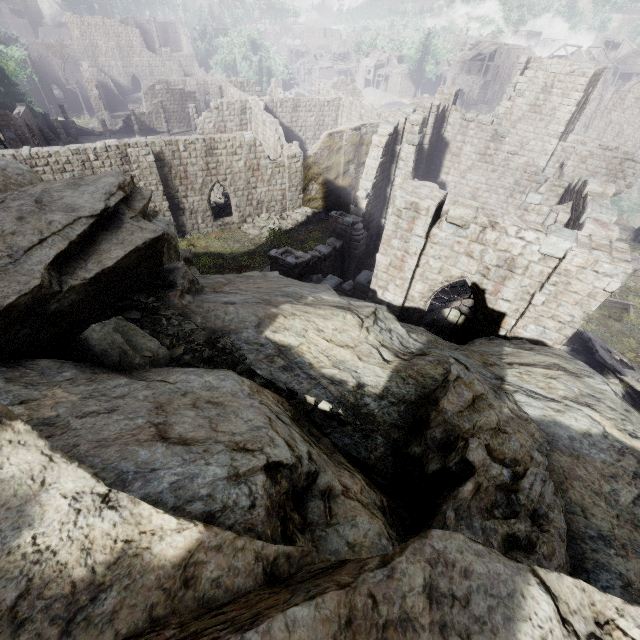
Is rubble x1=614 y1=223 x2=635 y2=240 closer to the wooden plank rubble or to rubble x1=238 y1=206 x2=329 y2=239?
the wooden plank rubble

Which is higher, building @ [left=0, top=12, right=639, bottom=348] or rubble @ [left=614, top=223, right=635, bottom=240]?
building @ [left=0, top=12, right=639, bottom=348]

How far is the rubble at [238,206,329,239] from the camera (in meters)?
24.09

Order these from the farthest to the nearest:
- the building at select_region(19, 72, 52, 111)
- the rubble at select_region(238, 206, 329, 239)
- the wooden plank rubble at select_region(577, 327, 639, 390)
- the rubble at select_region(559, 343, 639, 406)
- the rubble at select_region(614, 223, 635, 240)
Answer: the building at select_region(19, 72, 52, 111) < the rubble at select_region(614, 223, 635, 240) < the rubble at select_region(238, 206, 329, 239) < the rubble at select_region(559, 343, 639, 406) < the wooden plank rubble at select_region(577, 327, 639, 390)

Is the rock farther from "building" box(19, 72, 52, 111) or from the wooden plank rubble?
the wooden plank rubble

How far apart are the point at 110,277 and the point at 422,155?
22.25m

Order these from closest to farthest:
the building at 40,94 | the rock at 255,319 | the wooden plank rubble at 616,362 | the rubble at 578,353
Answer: the rock at 255,319 < the wooden plank rubble at 616,362 < the rubble at 578,353 < the building at 40,94

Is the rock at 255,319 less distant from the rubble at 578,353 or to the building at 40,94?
the building at 40,94
